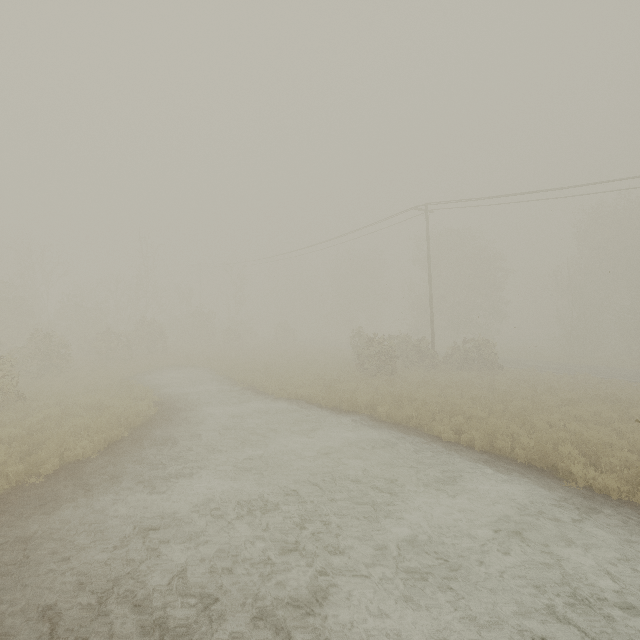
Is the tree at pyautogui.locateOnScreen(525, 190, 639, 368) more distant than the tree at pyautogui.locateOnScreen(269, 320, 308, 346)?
No

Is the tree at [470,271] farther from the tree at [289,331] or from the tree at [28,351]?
the tree at [28,351]

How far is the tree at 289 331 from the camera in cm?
4250

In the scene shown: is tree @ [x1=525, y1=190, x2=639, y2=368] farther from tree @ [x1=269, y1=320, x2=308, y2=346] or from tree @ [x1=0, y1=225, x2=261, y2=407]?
tree @ [x1=0, y1=225, x2=261, y2=407]

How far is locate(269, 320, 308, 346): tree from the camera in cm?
4250

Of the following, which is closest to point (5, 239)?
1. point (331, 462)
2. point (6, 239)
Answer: point (6, 239)

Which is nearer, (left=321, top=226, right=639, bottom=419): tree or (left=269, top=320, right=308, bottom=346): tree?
(left=321, top=226, right=639, bottom=419): tree

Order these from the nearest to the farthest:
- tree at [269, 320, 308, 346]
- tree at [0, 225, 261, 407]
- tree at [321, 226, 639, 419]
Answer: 1. tree at [321, 226, 639, 419]
2. tree at [0, 225, 261, 407]
3. tree at [269, 320, 308, 346]
